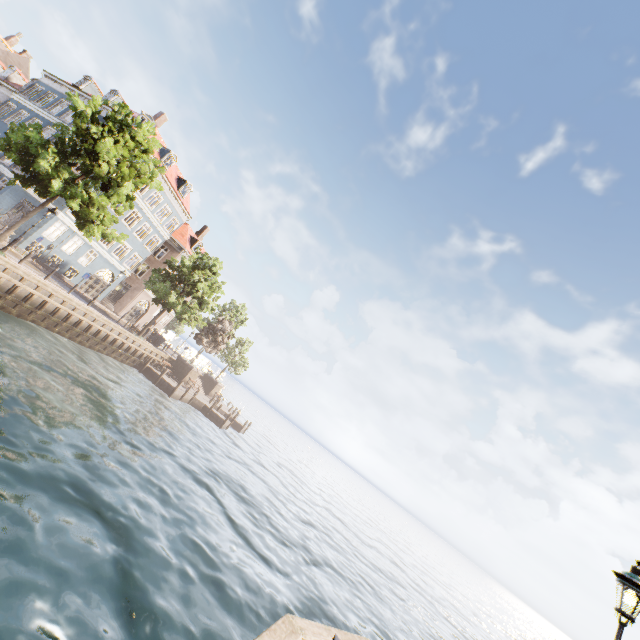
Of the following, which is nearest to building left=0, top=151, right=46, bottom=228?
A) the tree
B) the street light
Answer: the tree

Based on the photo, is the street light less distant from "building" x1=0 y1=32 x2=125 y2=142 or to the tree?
the tree

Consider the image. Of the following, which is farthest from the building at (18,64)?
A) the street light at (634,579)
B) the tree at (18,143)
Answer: the street light at (634,579)

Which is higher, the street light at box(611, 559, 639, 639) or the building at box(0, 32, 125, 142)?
the building at box(0, 32, 125, 142)

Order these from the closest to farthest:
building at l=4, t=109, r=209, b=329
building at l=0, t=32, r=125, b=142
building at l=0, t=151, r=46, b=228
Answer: building at l=0, t=151, r=46, b=228
building at l=4, t=109, r=209, b=329
building at l=0, t=32, r=125, b=142

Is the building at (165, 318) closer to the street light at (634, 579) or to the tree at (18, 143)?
the tree at (18, 143)

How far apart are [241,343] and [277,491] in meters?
23.2 m
